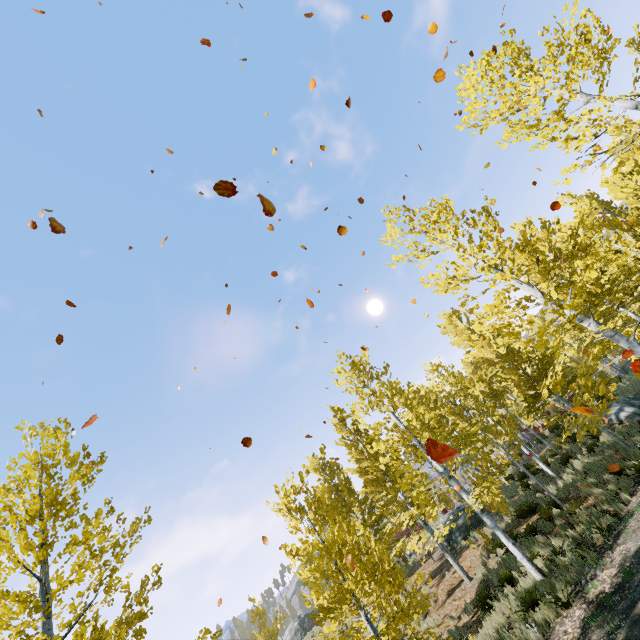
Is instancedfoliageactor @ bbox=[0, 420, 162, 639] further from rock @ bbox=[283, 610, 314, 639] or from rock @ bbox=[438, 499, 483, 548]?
rock @ bbox=[283, 610, 314, 639]

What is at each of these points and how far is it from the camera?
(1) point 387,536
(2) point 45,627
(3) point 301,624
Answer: (1) instancedfoliageactor, 18.7 meters
(2) instancedfoliageactor, 5.6 meters
(3) rock, 28.0 meters

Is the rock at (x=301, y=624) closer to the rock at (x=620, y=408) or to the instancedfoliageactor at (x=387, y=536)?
the instancedfoliageactor at (x=387, y=536)

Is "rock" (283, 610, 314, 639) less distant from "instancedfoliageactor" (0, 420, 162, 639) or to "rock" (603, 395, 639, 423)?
"instancedfoliageactor" (0, 420, 162, 639)

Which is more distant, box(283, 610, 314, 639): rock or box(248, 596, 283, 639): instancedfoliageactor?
box(283, 610, 314, 639): rock

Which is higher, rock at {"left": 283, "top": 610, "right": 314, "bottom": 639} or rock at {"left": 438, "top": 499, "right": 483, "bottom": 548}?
rock at {"left": 283, "top": 610, "right": 314, "bottom": 639}

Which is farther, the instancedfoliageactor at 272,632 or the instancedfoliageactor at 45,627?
the instancedfoliageactor at 272,632

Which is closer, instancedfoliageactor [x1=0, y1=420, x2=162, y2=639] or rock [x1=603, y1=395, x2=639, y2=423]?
instancedfoliageactor [x1=0, y1=420, x2=162, y2=639]
